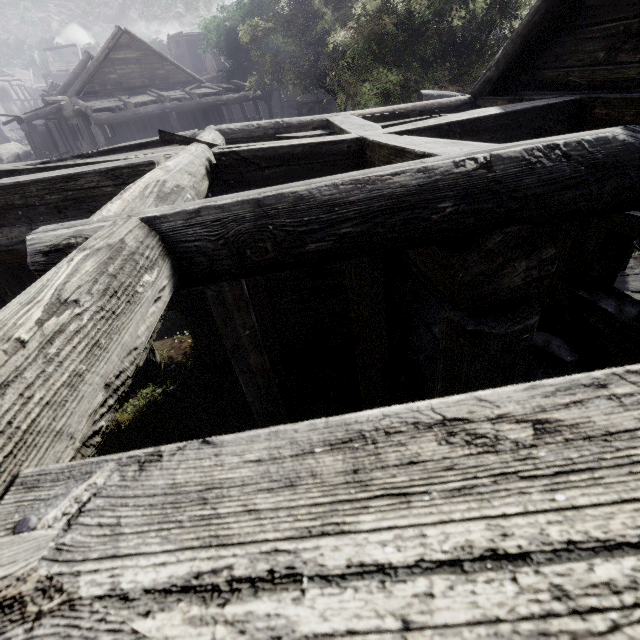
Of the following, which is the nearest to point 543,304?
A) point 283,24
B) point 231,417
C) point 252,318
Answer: point 252,318

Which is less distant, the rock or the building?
the building

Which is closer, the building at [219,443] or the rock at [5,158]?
the building at [219,443]
